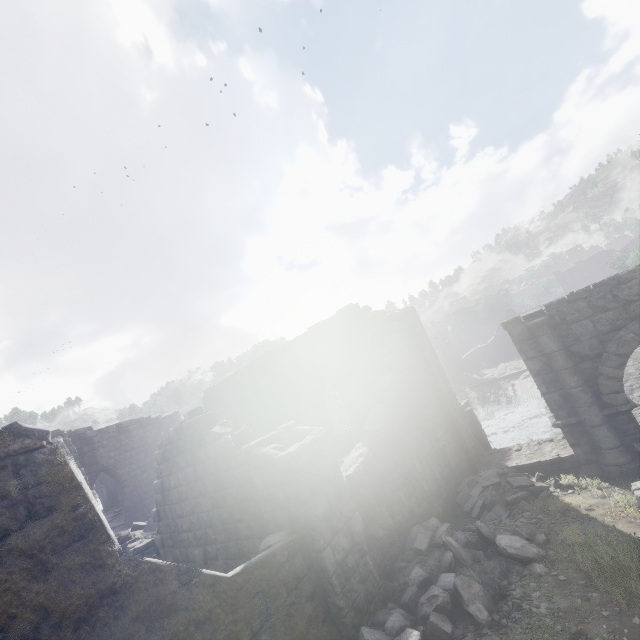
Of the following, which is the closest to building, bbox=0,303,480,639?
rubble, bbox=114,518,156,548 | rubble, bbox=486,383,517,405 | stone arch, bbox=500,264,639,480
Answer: rubble, bbox=114,518,156,548

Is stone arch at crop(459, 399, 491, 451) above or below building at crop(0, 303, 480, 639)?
below

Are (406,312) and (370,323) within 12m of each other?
yes

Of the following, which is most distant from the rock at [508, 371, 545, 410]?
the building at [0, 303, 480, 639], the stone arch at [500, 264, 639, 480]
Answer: the building at [0, 303, 480, 639]

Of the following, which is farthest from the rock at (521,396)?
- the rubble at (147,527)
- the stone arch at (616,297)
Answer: the rubble at (147,527)

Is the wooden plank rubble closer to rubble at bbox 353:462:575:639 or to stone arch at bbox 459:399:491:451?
rubble at bbox 353:462:575:639

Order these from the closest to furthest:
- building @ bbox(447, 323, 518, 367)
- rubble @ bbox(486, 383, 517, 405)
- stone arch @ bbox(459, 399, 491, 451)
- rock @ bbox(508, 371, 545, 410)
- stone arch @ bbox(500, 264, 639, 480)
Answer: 1. stone arch @ bbox(500, 264, 639, 480)
2. stone arch @ bbox(459, 399, 491, 451)
3. rock @ bbox(508, 371, 545, 410)
4. rubble @ bbox(486, 383, 517, 405)
5. building @ bbox(447, 323, 518, 367)

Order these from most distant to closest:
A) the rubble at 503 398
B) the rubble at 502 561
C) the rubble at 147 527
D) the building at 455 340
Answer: the building at 455 340
the rubble at 503 398
the rubble at 147 527
the rubble at 502 561
